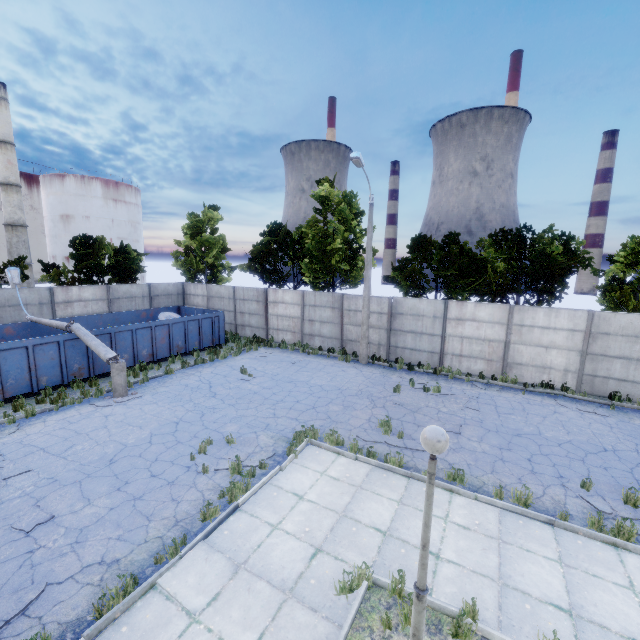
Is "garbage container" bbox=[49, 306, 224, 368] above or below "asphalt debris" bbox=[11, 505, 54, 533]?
above

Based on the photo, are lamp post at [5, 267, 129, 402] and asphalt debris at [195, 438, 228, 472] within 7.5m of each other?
yes

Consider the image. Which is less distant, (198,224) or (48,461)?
(48,461)

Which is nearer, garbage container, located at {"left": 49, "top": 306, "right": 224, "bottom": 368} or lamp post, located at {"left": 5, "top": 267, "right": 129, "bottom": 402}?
lamp post, located at {"left": 5, "top": 267, "right": 129, "bottom": 402}

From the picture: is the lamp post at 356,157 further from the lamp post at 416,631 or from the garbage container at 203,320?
the lamp post at 416,631

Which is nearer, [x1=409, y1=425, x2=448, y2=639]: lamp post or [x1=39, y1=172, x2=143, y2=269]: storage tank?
[x1=409, y1=425, x2=448, y2=639]: lamp post

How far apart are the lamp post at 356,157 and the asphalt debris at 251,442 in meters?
9.1 m

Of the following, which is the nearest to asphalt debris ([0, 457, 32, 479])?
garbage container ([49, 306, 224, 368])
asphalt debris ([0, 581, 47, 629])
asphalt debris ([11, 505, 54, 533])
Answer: asphalt debris ([11, 505, 54, 533])
